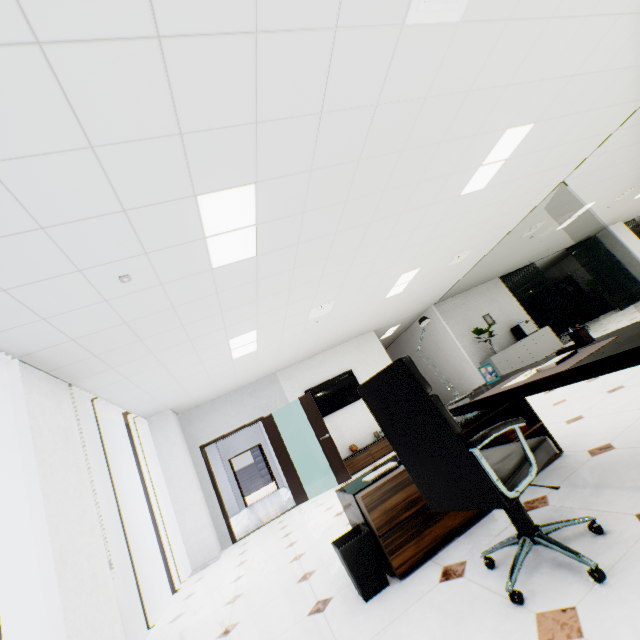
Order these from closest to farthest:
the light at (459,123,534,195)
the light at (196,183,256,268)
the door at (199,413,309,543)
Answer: the light at (196,183,256,268) < the light at (459,123,534,195) < the door at (199,413,309,543)

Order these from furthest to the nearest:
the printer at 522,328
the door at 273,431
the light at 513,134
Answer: the printer at 522,328
the door at 273,431
the light at 513,134

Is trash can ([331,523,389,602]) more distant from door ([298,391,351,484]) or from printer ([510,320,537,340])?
printer ([510,320,537,340])

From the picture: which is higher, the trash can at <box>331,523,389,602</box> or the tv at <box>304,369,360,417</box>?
the tv at <box>304,369,360,417</box>

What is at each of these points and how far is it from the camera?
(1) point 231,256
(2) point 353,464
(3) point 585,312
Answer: (1) light, 3.3 meters
(2) cupboard, 7.3 meters
(3) book, 14.8 meters

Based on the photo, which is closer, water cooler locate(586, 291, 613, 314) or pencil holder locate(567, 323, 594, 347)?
pencil holder locate(567, 323, 594, 347)

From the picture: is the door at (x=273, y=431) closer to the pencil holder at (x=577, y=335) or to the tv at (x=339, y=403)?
the tv at (x=339, y=403)

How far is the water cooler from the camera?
14.1m
